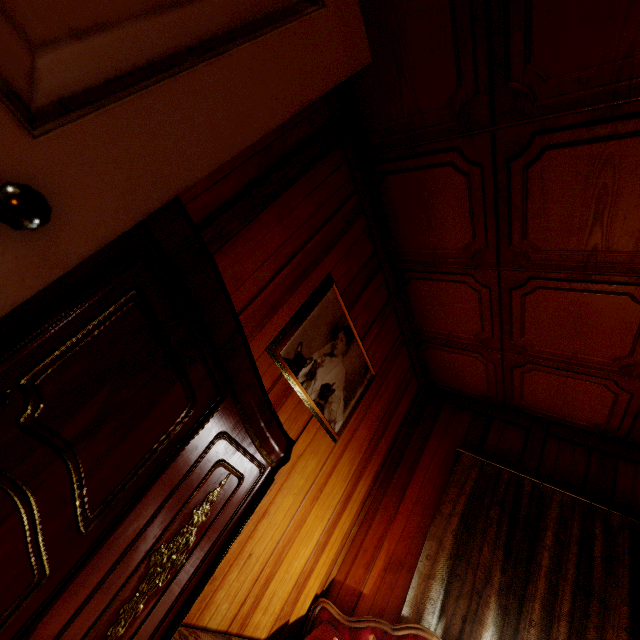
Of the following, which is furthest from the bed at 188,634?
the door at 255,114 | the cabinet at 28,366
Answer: the door at 255,114

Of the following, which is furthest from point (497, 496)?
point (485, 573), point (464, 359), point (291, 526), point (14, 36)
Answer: point (14, 36)

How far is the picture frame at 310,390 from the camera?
1.80m

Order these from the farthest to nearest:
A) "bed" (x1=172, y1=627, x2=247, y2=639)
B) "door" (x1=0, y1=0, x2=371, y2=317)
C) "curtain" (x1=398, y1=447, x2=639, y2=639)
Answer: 1. "curtain" (x1=398, y1=447, x2=639, y2=639)
2. "bed" (x1=172, y1=627, x2=247, y2=639)
3. "door" (x1=0, y1=0, x2=371, y2=317)

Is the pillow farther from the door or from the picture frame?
the door

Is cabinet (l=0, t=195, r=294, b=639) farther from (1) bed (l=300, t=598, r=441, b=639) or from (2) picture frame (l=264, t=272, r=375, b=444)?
(1) bed (l=300, t=598, r=441, b=639)

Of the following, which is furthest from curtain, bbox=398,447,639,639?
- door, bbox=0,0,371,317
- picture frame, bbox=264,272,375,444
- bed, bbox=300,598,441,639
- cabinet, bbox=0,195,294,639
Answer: door, bbox=0,0,371,317

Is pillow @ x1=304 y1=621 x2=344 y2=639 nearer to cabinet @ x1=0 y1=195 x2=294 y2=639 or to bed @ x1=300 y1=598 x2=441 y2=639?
bed @ x1=300 y1=598 x2=441 y2=639
